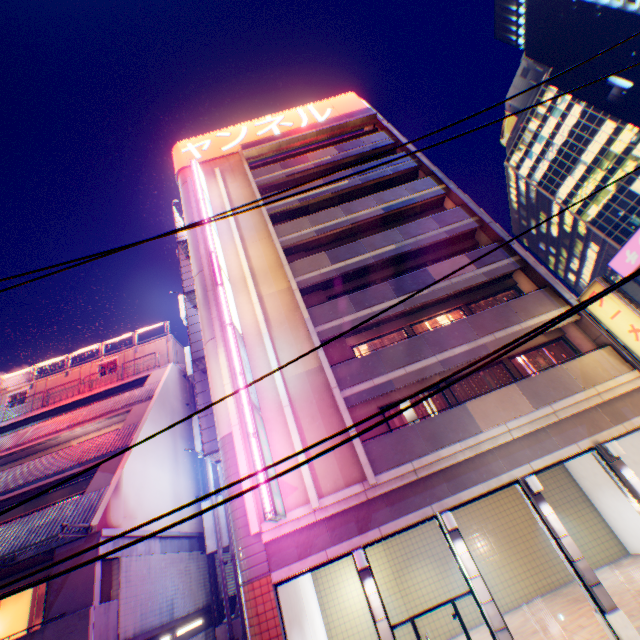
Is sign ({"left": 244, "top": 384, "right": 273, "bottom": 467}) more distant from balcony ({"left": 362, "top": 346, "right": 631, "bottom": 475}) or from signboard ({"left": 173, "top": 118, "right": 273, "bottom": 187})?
balcony ({"left": 362, "top": 346, "right": 631, "bottom": 475})

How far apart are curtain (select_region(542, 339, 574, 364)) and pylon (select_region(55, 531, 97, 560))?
16.7m

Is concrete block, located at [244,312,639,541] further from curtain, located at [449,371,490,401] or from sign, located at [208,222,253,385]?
curtain, located at [449,371,490,401]

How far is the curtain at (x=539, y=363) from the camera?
13.56m

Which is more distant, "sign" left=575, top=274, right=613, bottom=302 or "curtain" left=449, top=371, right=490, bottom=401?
"curtain" left=449, top=371, right=490, bottom=401

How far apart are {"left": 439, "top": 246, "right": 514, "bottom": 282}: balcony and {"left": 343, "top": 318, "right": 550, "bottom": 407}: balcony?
3.3 meters

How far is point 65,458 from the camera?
14.02m

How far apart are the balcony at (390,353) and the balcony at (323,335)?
1.3 meters
